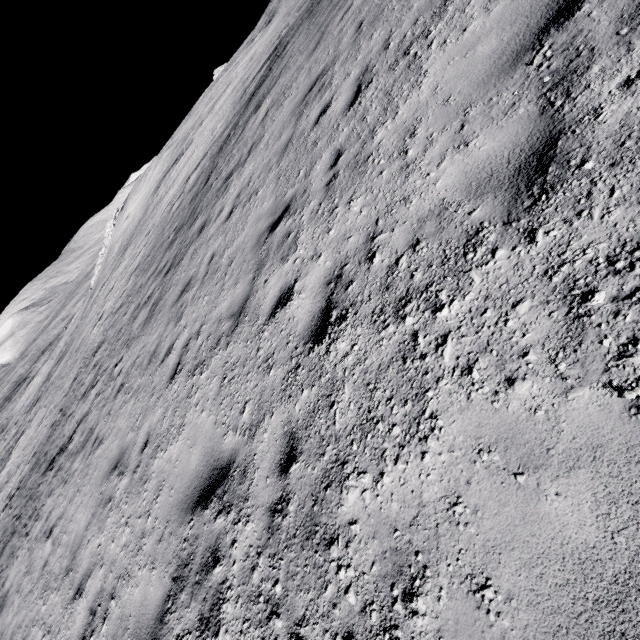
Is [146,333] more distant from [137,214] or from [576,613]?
[137,214]
